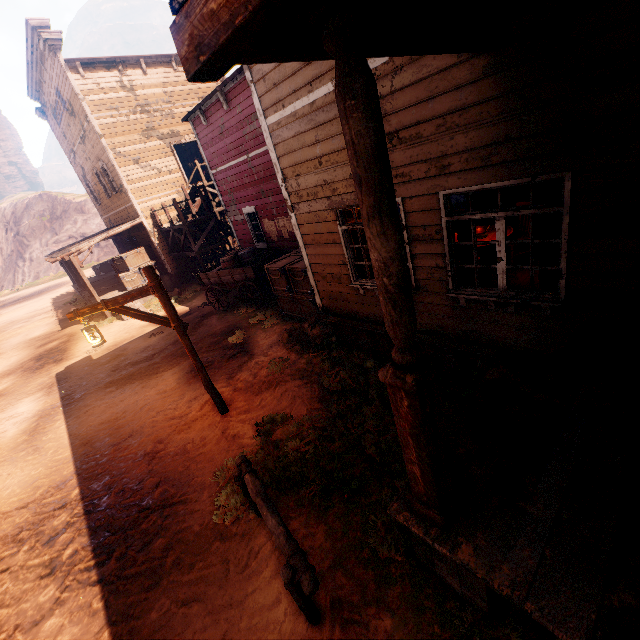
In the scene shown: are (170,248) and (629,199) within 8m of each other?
no

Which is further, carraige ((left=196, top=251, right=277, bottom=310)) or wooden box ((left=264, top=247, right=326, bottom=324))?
carraige ((left=196, top=251, right=277, bottom=310))

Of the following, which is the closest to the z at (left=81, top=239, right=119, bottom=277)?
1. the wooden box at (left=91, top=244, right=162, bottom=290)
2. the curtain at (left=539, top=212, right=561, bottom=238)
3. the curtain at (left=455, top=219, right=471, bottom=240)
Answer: the wooden box at (left=91, top=244, right=162, bottom=290)

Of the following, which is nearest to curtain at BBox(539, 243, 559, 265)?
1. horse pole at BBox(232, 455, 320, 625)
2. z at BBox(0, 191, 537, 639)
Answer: z at BBox(0, 191, 537, 639)

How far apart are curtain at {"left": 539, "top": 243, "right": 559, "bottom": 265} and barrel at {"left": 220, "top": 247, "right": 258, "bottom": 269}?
10.0m

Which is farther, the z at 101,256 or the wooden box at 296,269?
the z at 101,256

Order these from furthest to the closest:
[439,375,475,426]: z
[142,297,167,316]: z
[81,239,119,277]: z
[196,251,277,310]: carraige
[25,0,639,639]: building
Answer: [81,239,119,277]: z, [142,297,167,316]: z, [196,251,277,310]: carraige, [439,375,475,426]: z, [25,0,639,639]: building

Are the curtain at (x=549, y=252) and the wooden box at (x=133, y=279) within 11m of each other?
no
